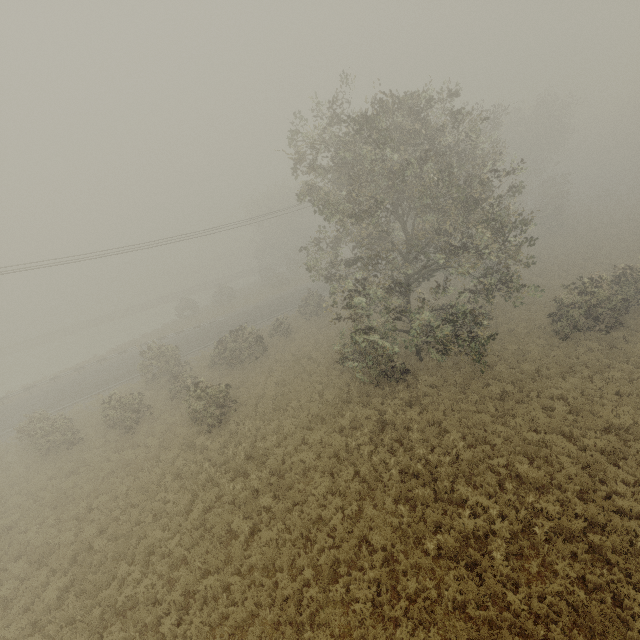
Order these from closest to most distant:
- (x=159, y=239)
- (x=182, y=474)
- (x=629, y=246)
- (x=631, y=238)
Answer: (x=182, y=474) → (x=159, y=239) → (x=629, y=246) → (x=631, y=238)
